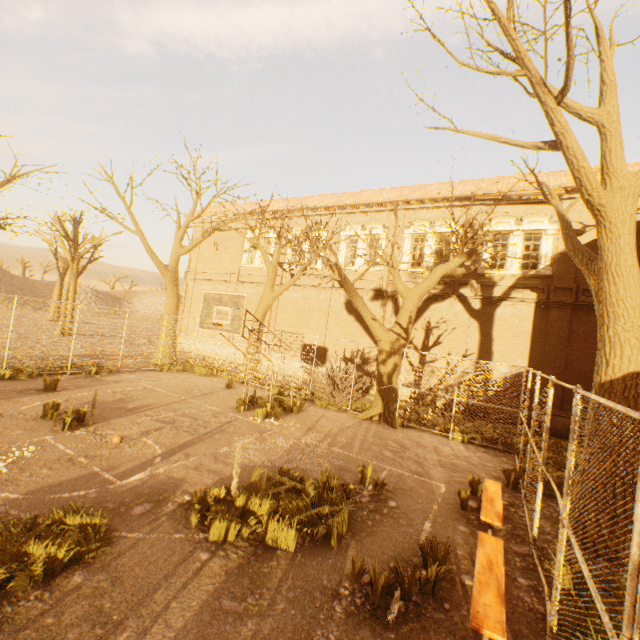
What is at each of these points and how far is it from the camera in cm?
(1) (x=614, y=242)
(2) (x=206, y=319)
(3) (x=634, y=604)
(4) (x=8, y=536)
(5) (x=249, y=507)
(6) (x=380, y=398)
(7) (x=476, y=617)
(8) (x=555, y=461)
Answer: (1) tree, 635
(2) basketballbackboardstansion, 971
(3) fence, 188
(4) instancedfoliageactor, 391
(5) instancedfoliageactor, 528
(6) tree, 1305
(7) bench, 338
(8) instancedfoliageactor, 991

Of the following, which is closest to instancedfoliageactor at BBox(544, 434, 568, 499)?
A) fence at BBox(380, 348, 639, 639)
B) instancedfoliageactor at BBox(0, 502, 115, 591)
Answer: fence at BBox(380, 348, 639, 639)

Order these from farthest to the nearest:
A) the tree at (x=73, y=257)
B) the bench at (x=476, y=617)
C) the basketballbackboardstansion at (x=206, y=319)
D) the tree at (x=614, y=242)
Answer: the tree at (x=73, y=257)
the basketballbackboardstansion at (x=206, y=319)
the tree at (x=614, y=242)
the bench at (x=476, y=617)

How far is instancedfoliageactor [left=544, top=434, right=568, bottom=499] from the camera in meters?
8.0 m

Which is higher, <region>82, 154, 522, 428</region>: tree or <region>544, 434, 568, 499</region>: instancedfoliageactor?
<region>82, 154, 522, 428</region>: tree

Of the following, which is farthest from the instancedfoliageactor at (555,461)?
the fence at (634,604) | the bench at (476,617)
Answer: the bench at (476,617)

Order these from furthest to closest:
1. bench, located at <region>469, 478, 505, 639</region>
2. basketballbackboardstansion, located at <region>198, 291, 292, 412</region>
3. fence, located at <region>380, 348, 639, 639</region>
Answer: basketballbackboardstansion, located at <region>198, 291, 292, 412</region>
bench, located at <region>469, 478, 505, 639</region>
fence, located at <region>380, 348, 639, 639</region>

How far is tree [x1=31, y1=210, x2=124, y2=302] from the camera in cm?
2591
